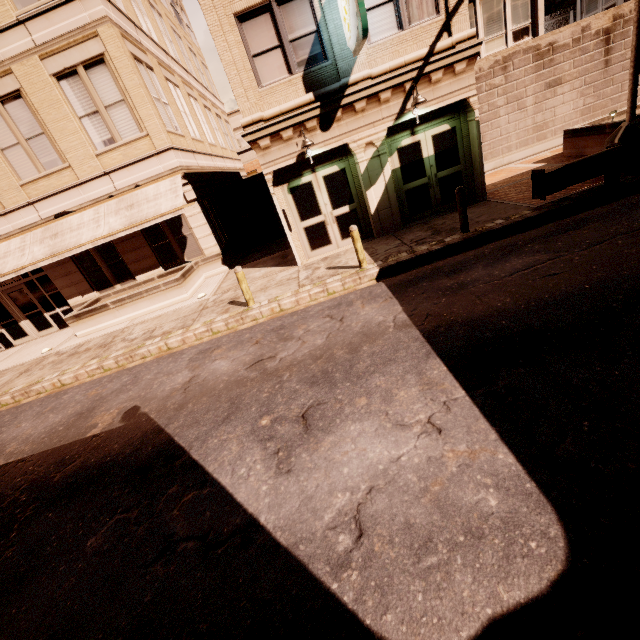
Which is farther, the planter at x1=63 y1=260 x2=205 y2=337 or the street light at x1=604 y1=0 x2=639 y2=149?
the planter at x1=63 y1=260 x2=205 y2=337

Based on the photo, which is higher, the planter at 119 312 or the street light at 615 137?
the street light at 615 137

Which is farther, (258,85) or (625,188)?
(258,85)

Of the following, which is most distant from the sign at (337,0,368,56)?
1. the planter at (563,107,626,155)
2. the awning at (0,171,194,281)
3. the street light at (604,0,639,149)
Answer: the planter at (563,107,626,155)

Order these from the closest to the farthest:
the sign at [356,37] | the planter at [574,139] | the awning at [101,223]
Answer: the sign at [356,37], the planter at [574,139], the awning at [101,223]

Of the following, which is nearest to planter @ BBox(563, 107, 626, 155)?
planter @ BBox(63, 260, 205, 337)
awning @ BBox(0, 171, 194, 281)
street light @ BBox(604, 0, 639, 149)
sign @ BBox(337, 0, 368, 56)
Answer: street light @ BBox(604, 0, 639, 149)

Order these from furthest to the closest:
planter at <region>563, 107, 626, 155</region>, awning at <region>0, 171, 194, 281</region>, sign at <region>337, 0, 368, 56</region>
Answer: awning at <region>0, 171, 194, 281</region> < planter at <region>563, 107, 626, 155</region> < sign at <region>337, 0, 368, 56</region>

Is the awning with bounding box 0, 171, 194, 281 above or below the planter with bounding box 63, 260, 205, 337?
above
